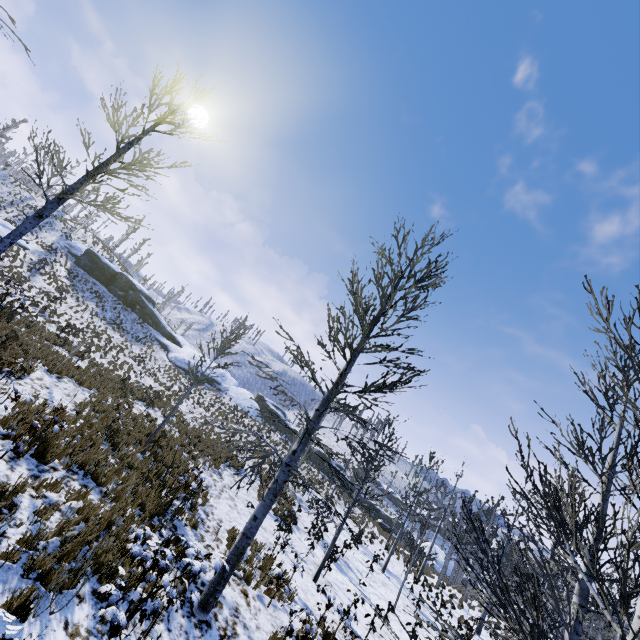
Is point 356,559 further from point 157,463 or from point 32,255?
point 32,255

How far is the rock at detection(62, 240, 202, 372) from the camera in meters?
38.3

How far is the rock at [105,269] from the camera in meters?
38.3
